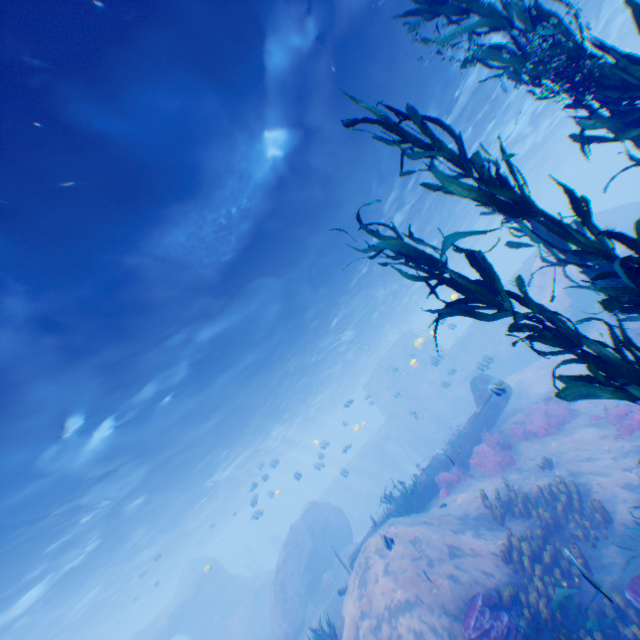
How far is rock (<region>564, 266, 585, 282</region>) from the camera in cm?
2077

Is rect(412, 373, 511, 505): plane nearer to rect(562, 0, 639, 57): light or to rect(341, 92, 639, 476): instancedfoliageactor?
rect(562, 0, 639, 57): light

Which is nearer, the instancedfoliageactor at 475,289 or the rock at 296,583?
Result: the instancedfoliageactor at 475,289

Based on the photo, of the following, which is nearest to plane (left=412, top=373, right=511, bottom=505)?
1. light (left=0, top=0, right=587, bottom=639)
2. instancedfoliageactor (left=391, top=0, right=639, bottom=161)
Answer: light (left=0, top=0, right=587, bottom=639)

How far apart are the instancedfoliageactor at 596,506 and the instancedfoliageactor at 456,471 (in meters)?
5.01

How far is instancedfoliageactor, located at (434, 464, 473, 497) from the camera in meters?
Answer: 12.6 m

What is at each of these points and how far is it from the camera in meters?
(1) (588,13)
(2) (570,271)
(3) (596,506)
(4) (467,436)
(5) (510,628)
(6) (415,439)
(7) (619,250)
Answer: (1) light, 17.7 m
(2) rock, 21.6 m
(3) instancedfoliageactor, 8.1 m
(4) plane, 14.5 m
(5) instancedfoliageactor, 6.6 m
(6) submarine, 30.8 m
(7) rock, 17.5 m

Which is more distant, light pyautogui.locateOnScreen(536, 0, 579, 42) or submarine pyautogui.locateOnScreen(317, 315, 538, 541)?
submarine pyautogui.locateOnScreen(317, 315, 538, 541)
